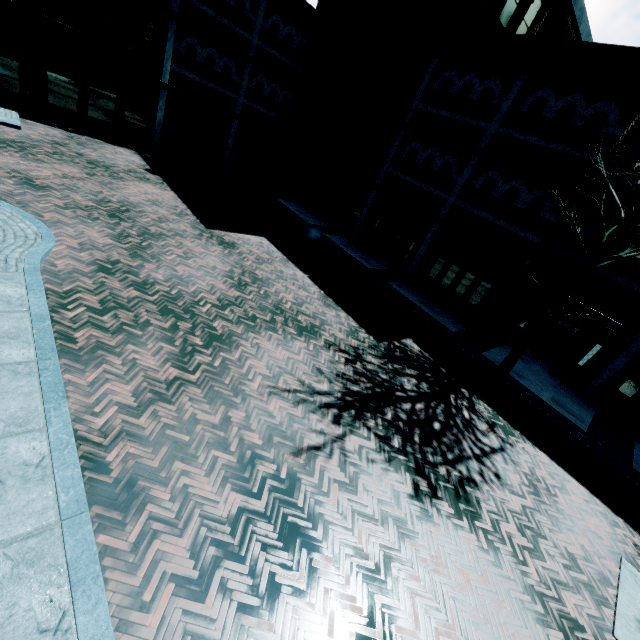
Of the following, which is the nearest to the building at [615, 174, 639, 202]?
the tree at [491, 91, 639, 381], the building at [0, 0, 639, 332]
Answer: the building at [0, 0, 639, 332]

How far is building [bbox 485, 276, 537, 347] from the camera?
13.2 meters

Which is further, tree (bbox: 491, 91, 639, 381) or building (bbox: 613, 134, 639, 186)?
building (bbox: 613, 134, 639, 186)

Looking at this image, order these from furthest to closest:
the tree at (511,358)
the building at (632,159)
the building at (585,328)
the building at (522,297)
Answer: the building at (522,297) → the building at (585,328) → the building at (632,159) → the tree at (511,358)

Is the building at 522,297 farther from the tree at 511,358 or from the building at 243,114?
the tree at 511,358

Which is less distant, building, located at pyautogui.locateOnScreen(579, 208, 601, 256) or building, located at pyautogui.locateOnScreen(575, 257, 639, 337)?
building, located at pyautogui.locateOnScreen(575, 257, 639, 337)

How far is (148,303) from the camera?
6.95m
